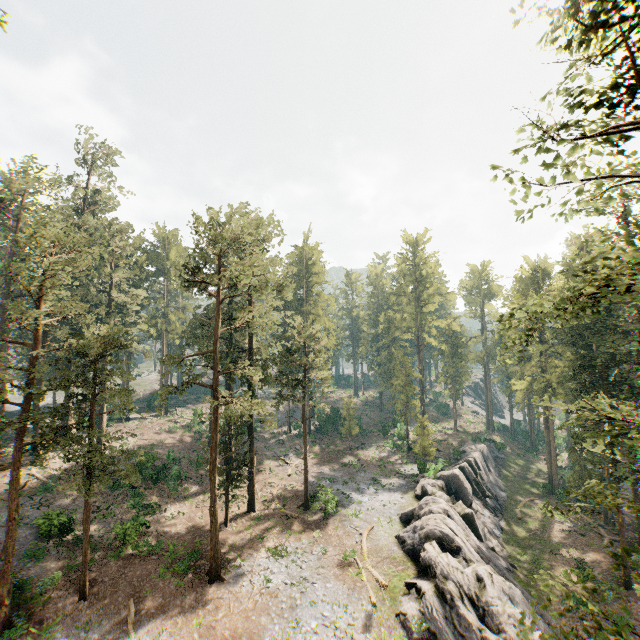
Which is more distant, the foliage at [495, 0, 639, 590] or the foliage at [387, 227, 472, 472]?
the foliage at [387, 227, 472, 472]

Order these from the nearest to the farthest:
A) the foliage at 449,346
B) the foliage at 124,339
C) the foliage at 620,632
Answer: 1. the foliage at 620,632
2. the foliage at 124,339
3. the foliage at 449,346

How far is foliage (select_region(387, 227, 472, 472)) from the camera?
45.9m

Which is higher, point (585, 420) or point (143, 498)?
point (585, 420)

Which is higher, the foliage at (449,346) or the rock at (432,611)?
the foliage at (449,346)

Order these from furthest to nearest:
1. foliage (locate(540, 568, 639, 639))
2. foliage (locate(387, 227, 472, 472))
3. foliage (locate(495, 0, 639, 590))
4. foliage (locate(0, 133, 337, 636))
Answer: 1. foliage (locate(387, 227, 472, 472))
2. foliage (locate(0, 133, 337, 636))
3. foliage (locate(495, 0, 639, 590))
4. foliage (locate(540, 568, 639, 639))

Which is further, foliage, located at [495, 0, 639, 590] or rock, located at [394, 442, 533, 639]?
rock, located at [394, 442, 533, 639]
